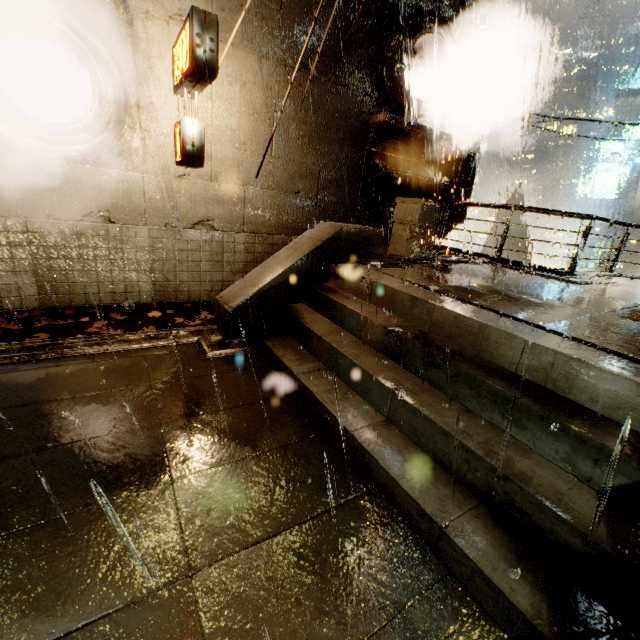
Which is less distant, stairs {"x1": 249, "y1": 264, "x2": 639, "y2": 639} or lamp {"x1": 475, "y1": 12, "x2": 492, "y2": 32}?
stairs {"x1": 249, "y1": 264, "x2": 639, "y2": 639}

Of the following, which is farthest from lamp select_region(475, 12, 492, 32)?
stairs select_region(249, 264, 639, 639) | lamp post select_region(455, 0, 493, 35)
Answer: stairs select_region(249, 264, 639, 639)

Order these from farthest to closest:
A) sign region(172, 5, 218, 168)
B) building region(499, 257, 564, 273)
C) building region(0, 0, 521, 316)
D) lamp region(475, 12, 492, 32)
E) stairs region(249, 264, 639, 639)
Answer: building region(499, 257, 564, 273) < lamp region(475, 12, 492, 32) < building region(0, 0, 521, 316) < sign region(172, 5, 218, 168) < stairs region(249, 264, 639, 639)

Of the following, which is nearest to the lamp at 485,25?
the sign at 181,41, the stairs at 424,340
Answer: the sign at 181,41

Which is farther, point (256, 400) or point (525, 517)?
point (256, 400)

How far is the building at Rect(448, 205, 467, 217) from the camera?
11.9 meters

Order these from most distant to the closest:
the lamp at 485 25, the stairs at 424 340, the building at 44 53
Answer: the lamp at 485 25
the building at 44 53
the stairs at 424 340

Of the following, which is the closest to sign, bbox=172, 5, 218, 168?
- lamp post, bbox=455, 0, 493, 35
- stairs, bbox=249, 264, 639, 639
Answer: stairs, bbox=249, 264, 639, 639
